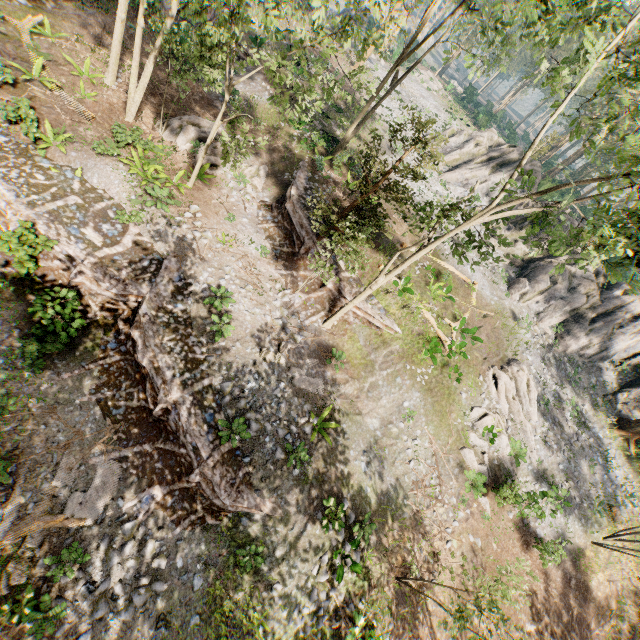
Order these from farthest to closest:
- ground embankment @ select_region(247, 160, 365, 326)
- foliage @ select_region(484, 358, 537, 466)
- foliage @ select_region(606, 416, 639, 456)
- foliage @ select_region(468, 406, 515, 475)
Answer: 1. foliage @ select_region(606, 416, 639, 456)
2. foliage @ select_region(484, 358, 537, 466)
3. foliage @ select_region(468, 406, 515, 475)
4. ground embankment @ select_region(247, 160, 365, 326)

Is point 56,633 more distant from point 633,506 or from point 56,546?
point 633,506

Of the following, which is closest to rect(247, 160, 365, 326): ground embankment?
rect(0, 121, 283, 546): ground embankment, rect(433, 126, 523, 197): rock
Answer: rect(0, 121, 283, 546): ground embankment

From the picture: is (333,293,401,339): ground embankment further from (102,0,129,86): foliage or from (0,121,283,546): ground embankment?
(0,121,283,546): ground embankment

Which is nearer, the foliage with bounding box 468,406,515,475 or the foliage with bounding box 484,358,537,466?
the foliage with bounding box 468,406,515,475

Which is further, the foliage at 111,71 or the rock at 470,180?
the rock at 470,180

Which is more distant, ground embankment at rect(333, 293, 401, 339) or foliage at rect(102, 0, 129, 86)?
ground embankment at rect(333, 293, 401, 339)

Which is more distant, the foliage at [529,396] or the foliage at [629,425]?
the foliage at [629,425]
